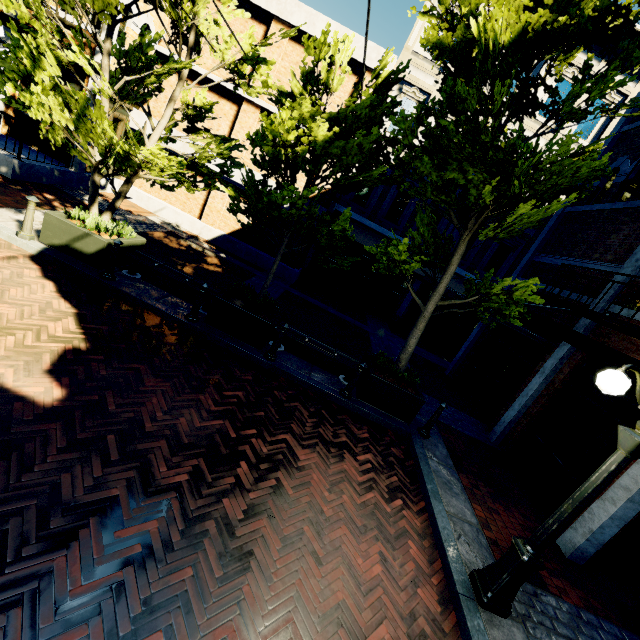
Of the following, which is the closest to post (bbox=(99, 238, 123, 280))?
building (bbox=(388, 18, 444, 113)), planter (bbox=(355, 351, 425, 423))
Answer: planter (bbox=(355, 351, 425, 423))

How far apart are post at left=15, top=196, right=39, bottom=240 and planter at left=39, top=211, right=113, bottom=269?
0.1 meters

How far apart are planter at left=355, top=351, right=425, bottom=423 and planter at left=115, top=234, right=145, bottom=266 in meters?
5.9

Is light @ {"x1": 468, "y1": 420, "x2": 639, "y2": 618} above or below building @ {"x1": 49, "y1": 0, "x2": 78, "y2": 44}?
below

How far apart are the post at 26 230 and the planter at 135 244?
0.11m

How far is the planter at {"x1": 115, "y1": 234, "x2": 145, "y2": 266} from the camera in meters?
7.0

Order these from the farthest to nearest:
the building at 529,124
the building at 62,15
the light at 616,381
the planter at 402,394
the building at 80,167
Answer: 1. the building at 529,124
2. the building at 80,167
3. the building at 62,15
4. the planter at 402,394
5. the light at 616,381

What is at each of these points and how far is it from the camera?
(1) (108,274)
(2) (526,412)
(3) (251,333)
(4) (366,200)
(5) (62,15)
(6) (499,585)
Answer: (1) post, 6.5m
(2) building, 7.9m
(3) planter, 6.7m
(4) building, 14.0m
(5) building, 9.9m
(6) light, 3.7m
